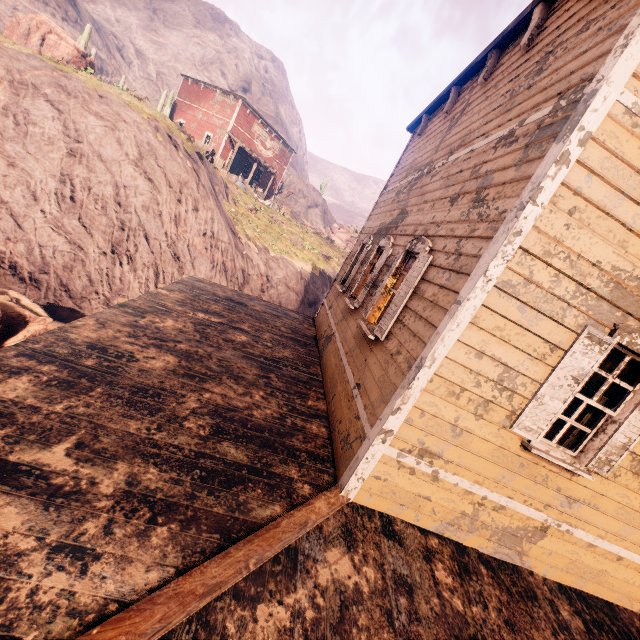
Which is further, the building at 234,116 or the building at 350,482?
the building at 234,116

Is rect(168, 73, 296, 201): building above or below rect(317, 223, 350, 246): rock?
above

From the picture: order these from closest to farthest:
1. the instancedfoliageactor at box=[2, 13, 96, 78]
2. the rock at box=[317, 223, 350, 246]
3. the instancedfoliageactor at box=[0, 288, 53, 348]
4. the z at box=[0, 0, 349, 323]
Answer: the instancedfoliageactor at box=[0, 288, 53, 348] → the z at box=[0, 0, 349, 323] → the instancedfoliageactor at box=[2, 13, 96, 78] → the rock at box=[317, 223, 350, 246]

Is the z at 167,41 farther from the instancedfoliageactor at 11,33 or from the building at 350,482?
the instancedfoliageactor at 11,33

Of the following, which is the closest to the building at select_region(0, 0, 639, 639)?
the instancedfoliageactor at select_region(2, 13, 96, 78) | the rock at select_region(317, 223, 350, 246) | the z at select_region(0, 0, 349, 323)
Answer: the z at select_region(0, 0, 349, 323)

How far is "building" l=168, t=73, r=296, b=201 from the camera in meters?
29.3

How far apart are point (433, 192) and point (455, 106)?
2.8m

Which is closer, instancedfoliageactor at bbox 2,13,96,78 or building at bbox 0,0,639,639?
building at bbox 0,0,639,639
